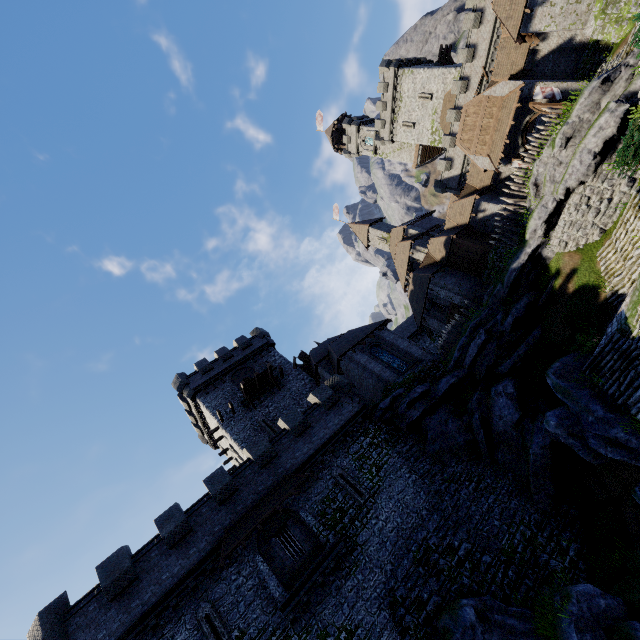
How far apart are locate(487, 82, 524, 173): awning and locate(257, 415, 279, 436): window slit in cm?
2933

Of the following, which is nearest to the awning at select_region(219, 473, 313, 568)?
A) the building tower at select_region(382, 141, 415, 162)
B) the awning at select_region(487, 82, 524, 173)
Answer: the awning at select_region(487, 82, 524, 173)

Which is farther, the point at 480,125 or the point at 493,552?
A: the point at 480,125

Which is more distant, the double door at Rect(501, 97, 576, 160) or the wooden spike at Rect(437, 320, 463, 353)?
the wooden spike at Rect(437, 320, 463, 353)

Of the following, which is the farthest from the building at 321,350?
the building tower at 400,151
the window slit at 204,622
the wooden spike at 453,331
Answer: the building tower at 400,151

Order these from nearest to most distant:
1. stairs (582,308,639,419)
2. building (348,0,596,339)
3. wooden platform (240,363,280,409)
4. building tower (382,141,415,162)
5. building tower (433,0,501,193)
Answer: stairs (582,308,639,419), building (348,0,596,339), wooden platform (240,363,280,409), building tower (433,0,501,193), building tower (382,141,415,162)

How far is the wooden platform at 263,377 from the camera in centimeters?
3047cm

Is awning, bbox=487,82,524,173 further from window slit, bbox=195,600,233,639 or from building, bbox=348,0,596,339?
window slit, bbox=195,600,233,639
